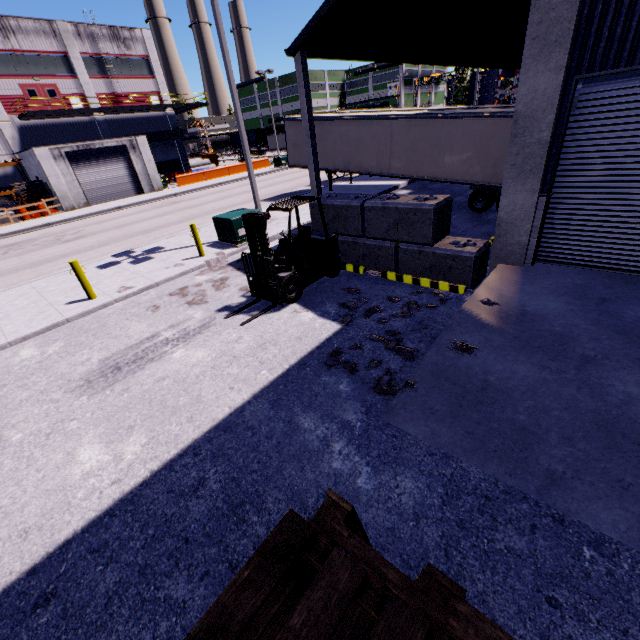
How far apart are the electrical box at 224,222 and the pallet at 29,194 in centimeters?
2542cm

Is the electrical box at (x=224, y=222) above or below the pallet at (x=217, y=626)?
below

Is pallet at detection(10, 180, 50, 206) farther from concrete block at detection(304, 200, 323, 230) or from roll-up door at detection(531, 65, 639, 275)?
concrete block at detection(304, 200, 323, 230)

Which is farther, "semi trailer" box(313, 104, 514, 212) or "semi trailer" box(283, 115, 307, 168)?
"semi trailer" box(283, 115, 307, 168)

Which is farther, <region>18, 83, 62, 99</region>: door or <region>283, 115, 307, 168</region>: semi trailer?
<region>18, 83, 62, 99</region>: door

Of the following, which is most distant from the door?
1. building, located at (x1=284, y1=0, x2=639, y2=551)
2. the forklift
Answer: the forklift

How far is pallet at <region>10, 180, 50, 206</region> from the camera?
26.62m

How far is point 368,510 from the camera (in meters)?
3.54
